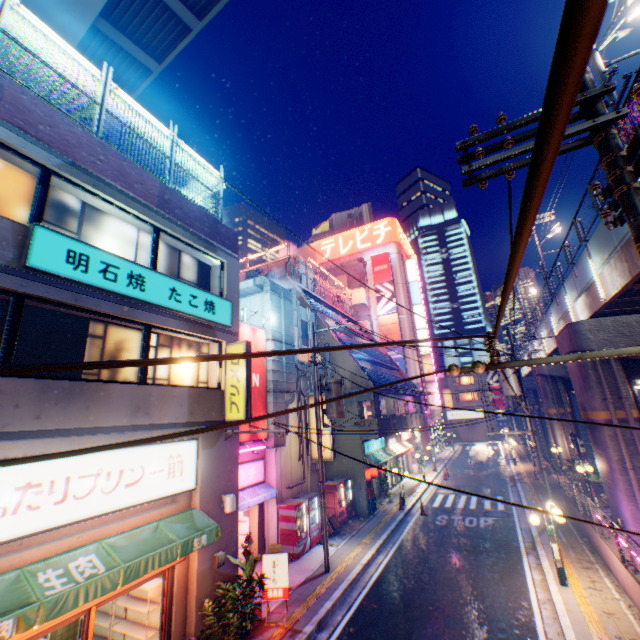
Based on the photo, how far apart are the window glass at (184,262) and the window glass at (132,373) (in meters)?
1.29

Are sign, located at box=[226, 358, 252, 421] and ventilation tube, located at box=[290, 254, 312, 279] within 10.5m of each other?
no

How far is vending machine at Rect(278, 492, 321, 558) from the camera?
13.8m

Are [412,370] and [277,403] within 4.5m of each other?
no

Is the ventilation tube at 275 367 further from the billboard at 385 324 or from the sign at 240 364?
the billboard at 385 324

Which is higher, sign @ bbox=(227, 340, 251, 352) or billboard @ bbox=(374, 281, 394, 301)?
billboard @ bbox=(374, 281, 394, 301)

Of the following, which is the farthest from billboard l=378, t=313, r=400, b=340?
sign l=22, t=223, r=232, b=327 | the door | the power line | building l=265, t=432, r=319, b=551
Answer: the door

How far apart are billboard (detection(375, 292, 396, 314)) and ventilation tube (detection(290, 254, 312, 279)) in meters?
16.4
